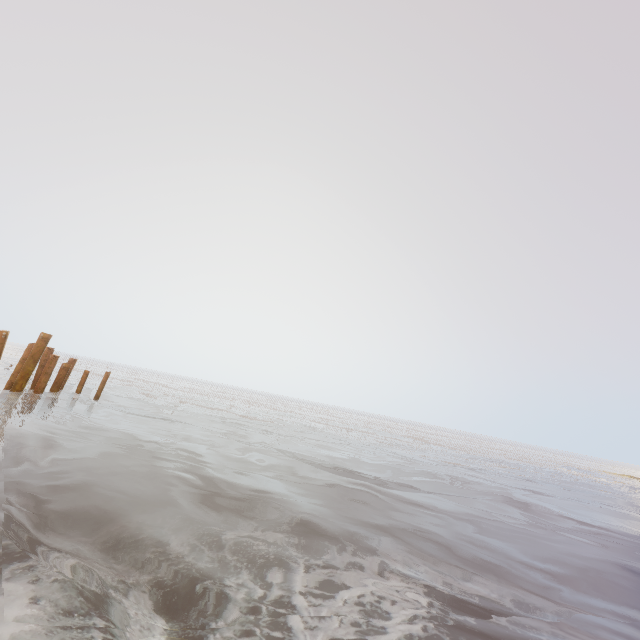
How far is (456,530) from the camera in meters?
8.2

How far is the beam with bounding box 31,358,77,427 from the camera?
10.3 meters

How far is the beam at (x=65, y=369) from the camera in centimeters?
1026cm
